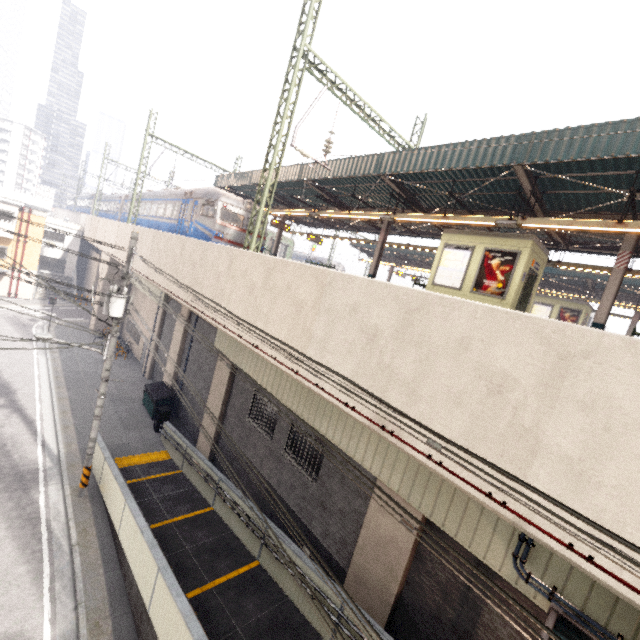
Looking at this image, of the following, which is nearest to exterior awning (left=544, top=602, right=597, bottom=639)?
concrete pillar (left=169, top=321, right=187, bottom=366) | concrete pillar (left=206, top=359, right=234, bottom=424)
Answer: concrete pillar (left=206, top=359, right=234, bottom=424)

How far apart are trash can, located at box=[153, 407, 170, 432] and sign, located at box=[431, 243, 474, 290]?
14.31m

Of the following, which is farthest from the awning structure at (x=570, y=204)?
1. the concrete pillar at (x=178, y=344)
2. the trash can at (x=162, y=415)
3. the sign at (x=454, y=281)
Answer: the trash can at (x=162, y=415)

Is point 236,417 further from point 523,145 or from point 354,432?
point 523,145

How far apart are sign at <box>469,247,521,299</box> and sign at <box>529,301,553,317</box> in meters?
15.0

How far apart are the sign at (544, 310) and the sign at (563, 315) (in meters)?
0.27

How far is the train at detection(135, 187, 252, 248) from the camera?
16.67m

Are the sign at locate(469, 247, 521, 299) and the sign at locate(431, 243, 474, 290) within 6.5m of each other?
yes
